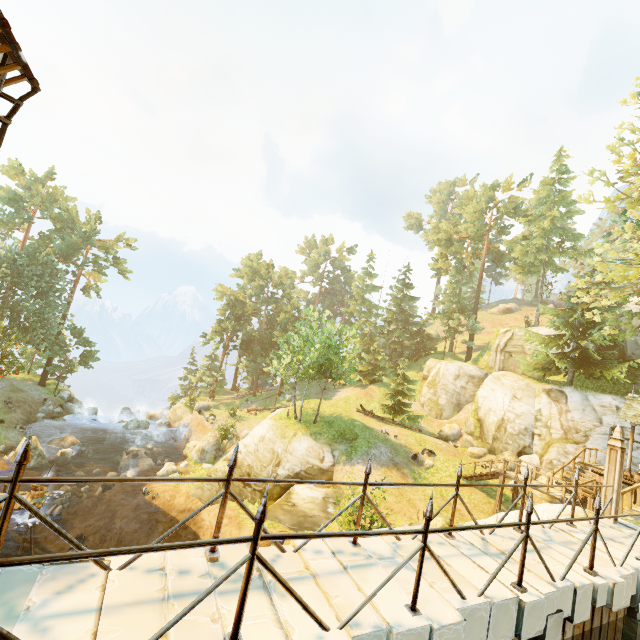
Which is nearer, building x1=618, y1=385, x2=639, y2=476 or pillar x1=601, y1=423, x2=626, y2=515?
pillar x1=601, y1=423, x2=626, y2=515

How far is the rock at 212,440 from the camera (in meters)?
26.77

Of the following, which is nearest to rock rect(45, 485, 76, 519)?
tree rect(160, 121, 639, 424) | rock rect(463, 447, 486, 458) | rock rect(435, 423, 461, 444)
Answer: tree rect(160, 121, 639, 424)

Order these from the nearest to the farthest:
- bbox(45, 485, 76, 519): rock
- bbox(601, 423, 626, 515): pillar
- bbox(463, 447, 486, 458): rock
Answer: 1. bbox(601, 423, 626, 515): pillar
2. bbox(45, 485, 76, 519): rock
3. bbox(463, 447, 486, 458): rock

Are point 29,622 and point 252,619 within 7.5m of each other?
yes

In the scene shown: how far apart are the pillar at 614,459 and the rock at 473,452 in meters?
17.9 m

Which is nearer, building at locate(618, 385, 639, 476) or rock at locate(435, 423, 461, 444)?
building at locate(618, 385, 639, 476)

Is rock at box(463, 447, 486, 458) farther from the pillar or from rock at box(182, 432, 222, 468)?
rock at box(182, 432, 222, 468)
